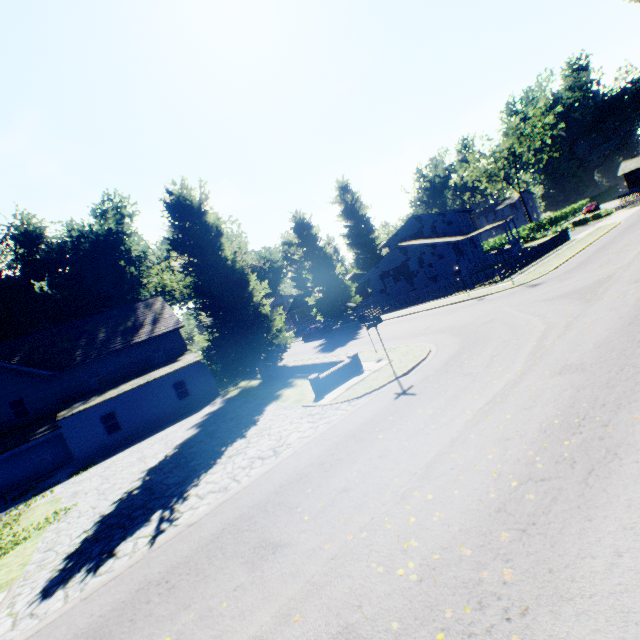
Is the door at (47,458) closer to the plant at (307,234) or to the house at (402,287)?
the plant at (307,234)

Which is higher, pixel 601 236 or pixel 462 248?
pixel 462 248

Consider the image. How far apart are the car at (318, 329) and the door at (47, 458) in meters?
25.6

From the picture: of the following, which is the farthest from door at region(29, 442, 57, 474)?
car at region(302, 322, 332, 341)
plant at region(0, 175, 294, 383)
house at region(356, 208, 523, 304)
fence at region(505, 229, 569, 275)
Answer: house at region(356, 208, 523, 304)

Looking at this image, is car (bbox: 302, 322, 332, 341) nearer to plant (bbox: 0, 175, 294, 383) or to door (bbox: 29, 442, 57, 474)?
plant (bbox: 0, 175, 294, 383)

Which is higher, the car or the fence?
the car

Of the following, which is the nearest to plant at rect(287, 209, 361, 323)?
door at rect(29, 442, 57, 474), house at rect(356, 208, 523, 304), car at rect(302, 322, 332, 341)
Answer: house at rect(356, 208, 523, 304)

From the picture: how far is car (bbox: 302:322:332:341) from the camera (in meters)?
37.84
